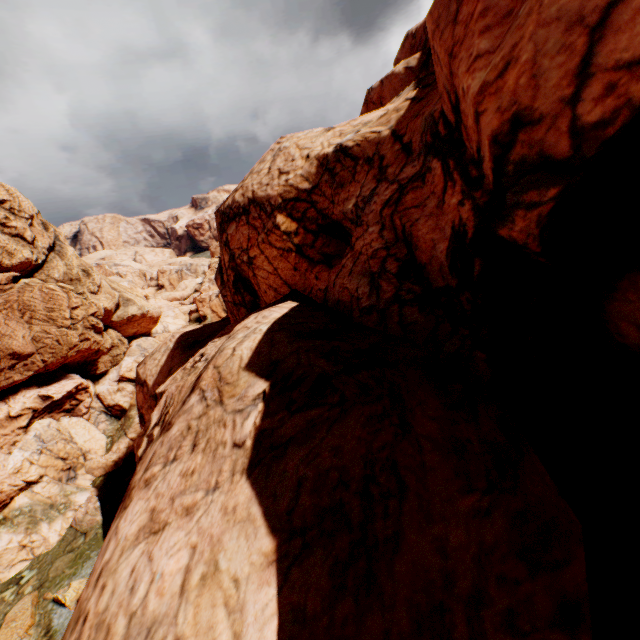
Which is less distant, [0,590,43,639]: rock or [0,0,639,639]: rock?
[0,0,639,639]: rock

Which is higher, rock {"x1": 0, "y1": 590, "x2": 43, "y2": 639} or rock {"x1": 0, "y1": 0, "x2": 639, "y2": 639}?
rock {"x1": 0, "y1": 0, "x2": 639, "y2": 639}

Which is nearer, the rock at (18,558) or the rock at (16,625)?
the rock at (18,558)

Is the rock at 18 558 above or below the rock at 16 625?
above

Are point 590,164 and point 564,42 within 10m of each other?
yes
